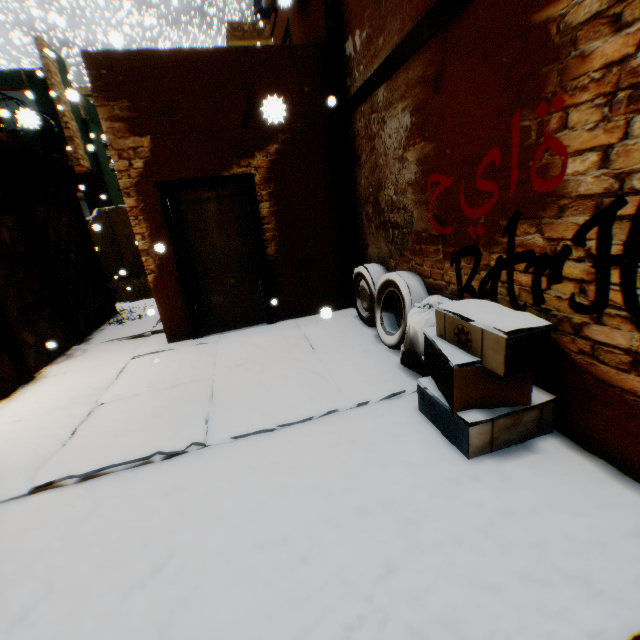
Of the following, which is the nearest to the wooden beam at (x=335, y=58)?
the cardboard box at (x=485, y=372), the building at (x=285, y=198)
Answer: the building at (x=285, y=198)

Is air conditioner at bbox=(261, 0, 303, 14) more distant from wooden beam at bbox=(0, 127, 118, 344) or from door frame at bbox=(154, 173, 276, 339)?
door frame at bbox=(154, 173, 276, 339)

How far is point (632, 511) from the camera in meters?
1.8

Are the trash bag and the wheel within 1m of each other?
yes

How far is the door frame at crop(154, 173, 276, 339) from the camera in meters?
4.8

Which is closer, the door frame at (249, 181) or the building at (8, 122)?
the door frame at (249, 181)

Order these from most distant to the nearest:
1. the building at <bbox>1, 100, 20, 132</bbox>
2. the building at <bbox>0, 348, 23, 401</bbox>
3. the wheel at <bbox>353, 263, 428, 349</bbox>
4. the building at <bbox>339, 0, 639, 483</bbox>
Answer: the building at <bbox>1, 100, 20, 132</bbox> → the building at <bbox>0, 348, 23, 401</bbox> → the wheel at <bbox>353, 263, 428, 349</bbox> → the building at <bbox>339, 0, 639, 483</bbox>

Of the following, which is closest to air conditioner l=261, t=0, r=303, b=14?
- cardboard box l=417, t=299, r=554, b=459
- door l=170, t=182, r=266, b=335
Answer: door l=170, t=182, r=266, b=335
